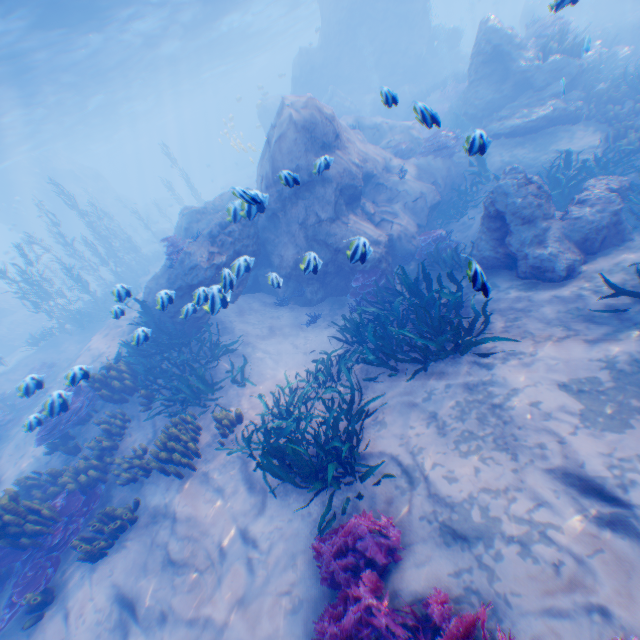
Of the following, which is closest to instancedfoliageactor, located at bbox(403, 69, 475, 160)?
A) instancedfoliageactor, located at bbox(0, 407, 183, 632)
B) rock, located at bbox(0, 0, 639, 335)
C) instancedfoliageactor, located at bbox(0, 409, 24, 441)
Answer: rock, located at bbox(0, 0, 639, 335)

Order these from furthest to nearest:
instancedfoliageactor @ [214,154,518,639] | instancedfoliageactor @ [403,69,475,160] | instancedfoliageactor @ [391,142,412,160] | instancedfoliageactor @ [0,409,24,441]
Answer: instancedfoliageactor @ [391,142,412,160] < instancedfoliageactor @ [0,409,24,441] < instancedfoliageactor @ [403,69,475,160] < instancedfoliageactor @ [214,154,518,639]

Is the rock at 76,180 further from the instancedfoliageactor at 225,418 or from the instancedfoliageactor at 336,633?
the instancedfoliageactor at 225,418

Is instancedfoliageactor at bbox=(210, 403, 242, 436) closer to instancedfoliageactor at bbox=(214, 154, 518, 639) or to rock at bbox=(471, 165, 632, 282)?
rock at bbox=(471, 165, 632, 282)

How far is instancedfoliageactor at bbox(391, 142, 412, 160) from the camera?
14.1 meters

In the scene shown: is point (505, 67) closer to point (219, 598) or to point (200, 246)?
point (200, 246)

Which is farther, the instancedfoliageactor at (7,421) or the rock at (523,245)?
the instancedfoliageactor at (7,421)
